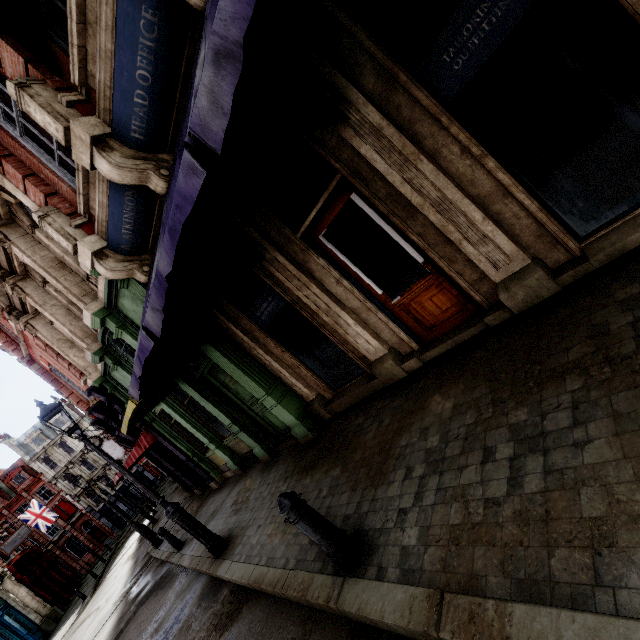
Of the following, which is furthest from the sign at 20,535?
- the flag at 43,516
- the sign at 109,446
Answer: the sign at 109,446

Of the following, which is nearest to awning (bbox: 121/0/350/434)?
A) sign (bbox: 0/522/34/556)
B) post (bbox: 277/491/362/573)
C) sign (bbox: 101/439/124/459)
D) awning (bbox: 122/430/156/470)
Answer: post (bbox: 277/491/362/573)

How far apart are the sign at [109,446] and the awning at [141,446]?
25.38m

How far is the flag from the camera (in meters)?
32.26

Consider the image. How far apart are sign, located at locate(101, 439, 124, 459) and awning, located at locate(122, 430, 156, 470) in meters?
25.4

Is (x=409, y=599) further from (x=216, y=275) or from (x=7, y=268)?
(x=7, y=268)

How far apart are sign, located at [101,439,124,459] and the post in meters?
39.6 m

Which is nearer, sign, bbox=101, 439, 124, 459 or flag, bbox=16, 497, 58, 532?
flag, bbox=16, 497, 58, 532
